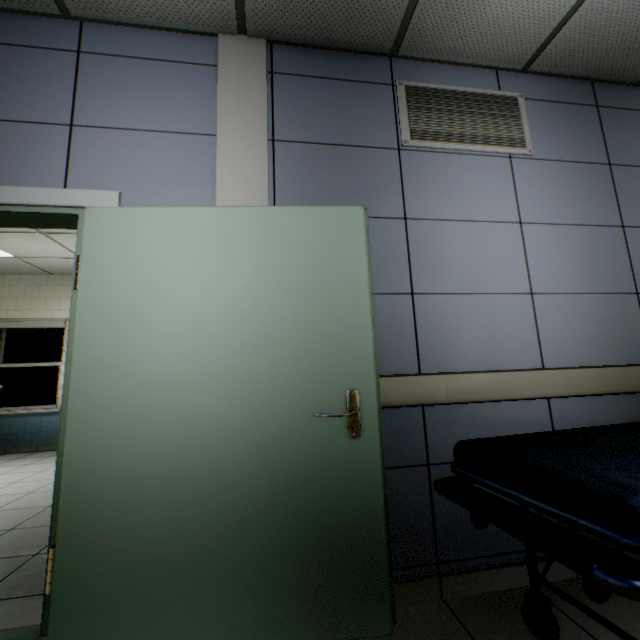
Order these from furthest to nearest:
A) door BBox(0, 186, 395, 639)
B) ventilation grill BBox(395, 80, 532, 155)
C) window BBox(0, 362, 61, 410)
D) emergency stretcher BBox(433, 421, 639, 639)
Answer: window BBox(0, 362, 61, 410)
ventilation grill BBox(395, 80, 532, 155)
door BBox(0, 186, 395, 639)
emergency stretcher BBox(433, 421, 639, 639)

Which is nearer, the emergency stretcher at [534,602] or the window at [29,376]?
the emergency stretcher at [534,602]

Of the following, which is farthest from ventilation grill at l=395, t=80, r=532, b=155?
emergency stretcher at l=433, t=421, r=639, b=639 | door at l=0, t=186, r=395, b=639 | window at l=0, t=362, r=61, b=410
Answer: window at l=0, t=362, r=61, b=410

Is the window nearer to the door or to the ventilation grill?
the door

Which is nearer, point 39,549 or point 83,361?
point 83,361

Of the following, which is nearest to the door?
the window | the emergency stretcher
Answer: the emergency stretcher

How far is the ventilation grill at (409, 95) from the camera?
2.1m

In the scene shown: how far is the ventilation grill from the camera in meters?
2.1
